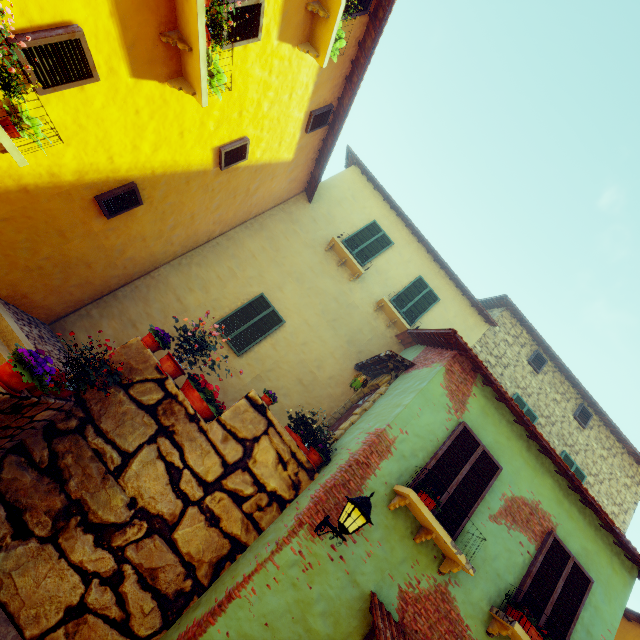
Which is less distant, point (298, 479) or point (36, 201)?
point (36, 201)

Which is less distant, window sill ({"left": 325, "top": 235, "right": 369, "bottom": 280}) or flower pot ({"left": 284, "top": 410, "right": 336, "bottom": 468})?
flower pot ({"left": 284, "top": 410, "right": 336, "bottom": 468})

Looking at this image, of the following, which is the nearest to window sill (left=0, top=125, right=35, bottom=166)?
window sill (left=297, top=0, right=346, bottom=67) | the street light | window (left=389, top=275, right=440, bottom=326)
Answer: window sill (left=297, top=0, right=346, bottom=67)

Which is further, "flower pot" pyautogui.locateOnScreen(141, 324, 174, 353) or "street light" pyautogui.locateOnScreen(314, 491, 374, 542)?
"flower pot" pyautogui.locateOnScreen(141, 324, 174, 353)

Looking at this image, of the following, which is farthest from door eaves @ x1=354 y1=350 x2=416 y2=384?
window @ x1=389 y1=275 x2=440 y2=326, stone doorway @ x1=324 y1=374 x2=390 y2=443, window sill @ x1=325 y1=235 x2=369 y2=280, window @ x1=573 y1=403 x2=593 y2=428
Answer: window @ x1=573 y1=403 x2=593 y2=428

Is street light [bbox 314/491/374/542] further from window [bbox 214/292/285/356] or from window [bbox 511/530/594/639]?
window [bbox 214/292/285/356]

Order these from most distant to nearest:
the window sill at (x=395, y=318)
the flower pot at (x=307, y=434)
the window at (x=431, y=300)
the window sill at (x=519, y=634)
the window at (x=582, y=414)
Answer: the window at (x=582, y=414), the window at (x=431, y=300), the window sill at (x=395, y=318), the flower pot at (x=307, y=434), the window sill at (x=519, y=634)

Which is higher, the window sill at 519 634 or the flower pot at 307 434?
the window sill at 519 634
